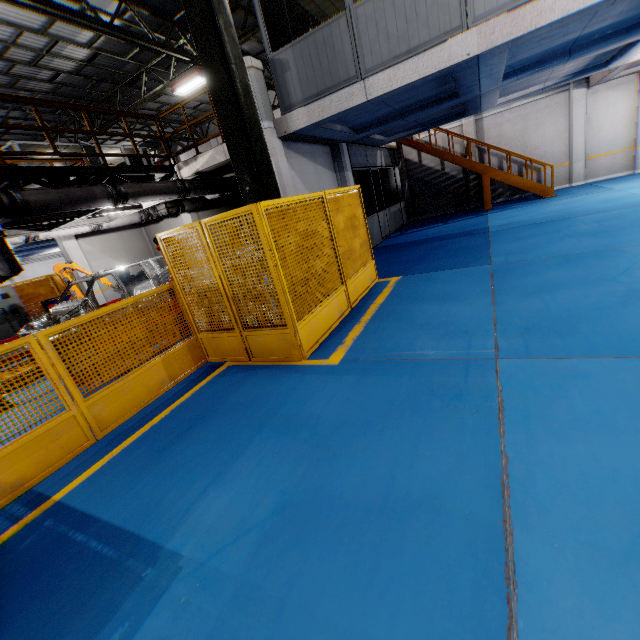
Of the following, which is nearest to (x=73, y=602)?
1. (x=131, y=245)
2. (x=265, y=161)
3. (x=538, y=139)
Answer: (x=265, y=161)

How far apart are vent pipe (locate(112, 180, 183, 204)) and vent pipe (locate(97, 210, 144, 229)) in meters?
3.1 m

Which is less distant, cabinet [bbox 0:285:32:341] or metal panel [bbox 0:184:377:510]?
metal panel [bbox 0:184:377:510]

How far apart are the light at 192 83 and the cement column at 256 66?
6.2m

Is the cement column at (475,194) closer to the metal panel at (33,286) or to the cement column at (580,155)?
the cement column at (580,155)

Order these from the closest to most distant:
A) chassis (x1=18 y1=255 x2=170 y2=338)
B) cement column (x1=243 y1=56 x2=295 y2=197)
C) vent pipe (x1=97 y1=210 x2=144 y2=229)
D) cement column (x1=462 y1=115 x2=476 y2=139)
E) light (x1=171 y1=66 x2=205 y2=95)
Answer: cement column (x1=243 y1=56 x2=295 y2=197)
chassis (x1=18 y1=255 x2=170 y2=338)
vent pipe (x1=97 y1=210 x2=144 y2=229)
light (x1=171 y1=66 x2=205 y2=95)
cement column (x1=462 y1=115 x2=476 y2=139)

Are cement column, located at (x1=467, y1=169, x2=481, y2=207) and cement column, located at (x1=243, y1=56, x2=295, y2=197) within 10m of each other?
no

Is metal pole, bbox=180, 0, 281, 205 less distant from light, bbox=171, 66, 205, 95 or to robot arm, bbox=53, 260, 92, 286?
robot arm, bbox=53, 260, 92, 286
